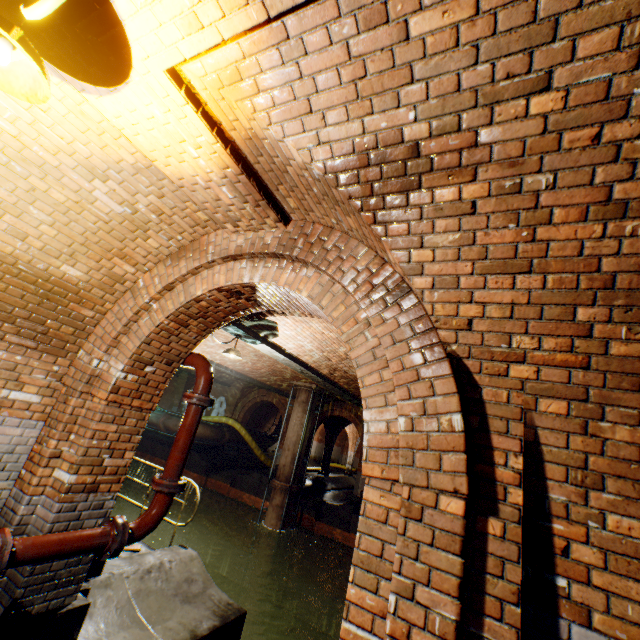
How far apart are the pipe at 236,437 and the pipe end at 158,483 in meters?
15.9

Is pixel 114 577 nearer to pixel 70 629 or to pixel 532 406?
pixel 70 629

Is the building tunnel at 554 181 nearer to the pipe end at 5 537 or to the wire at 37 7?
the wire at 37 7

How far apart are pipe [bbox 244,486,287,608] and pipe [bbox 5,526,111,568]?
11.3m

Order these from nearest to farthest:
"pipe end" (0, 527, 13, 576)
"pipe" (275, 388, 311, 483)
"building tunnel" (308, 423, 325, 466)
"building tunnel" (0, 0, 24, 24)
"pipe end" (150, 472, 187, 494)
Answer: "building tunnel" (0, 0, 24, 24) < "pipe end" (0, 527, 13, 576) < "pipe end" (150, 472, 187, 494) < "pipe" (275, 388, 311, 483) < "building tunnel" (308, 423, 325, 466)

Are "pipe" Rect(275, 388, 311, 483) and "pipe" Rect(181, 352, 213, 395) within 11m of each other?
yes

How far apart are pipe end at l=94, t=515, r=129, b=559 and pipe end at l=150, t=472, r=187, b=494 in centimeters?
37cm

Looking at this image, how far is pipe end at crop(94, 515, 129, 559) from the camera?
3.1m
